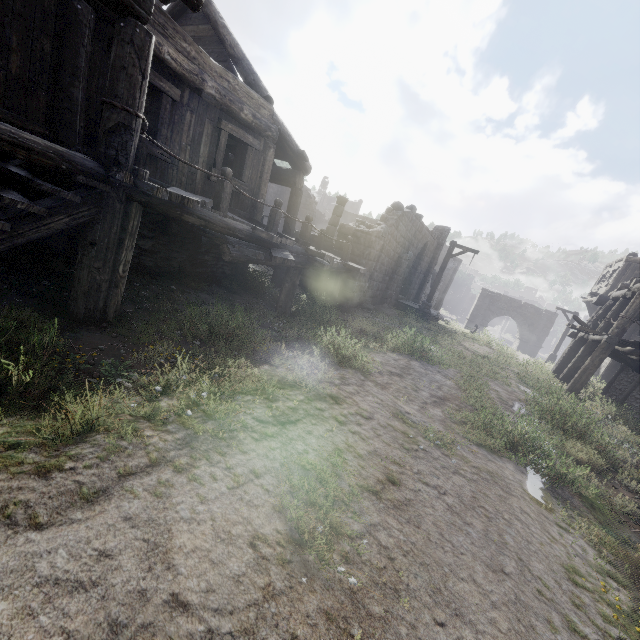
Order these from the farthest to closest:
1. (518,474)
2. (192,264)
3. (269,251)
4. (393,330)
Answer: (393,330) < (192,264) < (269,251) < (518,474)

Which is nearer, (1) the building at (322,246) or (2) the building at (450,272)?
(1) the building at (322,246)

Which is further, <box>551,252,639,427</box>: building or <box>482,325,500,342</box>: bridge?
<box>482,325,500,342</box>: bridge

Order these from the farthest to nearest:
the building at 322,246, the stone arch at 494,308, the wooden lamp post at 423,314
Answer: the stone arch at 494,308 → the wooden lamp post at 423,314 → the building at 322,246

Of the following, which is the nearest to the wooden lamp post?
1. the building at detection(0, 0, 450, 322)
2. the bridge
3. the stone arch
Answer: the building at detection(0, 0, 450, 322)

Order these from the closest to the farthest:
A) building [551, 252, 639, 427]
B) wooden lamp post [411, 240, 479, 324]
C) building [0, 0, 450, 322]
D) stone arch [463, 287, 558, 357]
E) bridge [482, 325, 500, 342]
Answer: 1. building [0, 0, 450, 322]
2. building [551, 252, 639, 427]
3. wooden lamp post [411, 240, 479, 324]
4. bridge [482, 325, 500, 342]
5. stone arch [463, 287, 558, 357]

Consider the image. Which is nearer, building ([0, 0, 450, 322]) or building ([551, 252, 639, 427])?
building ([0, 0, 450, 322])
